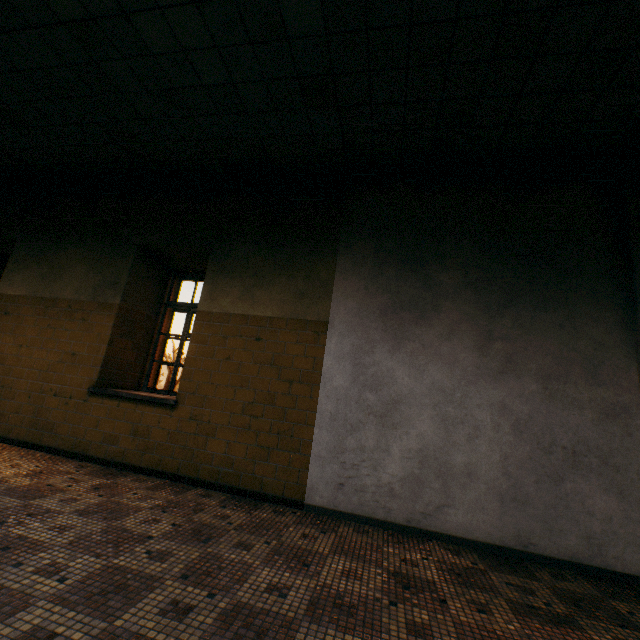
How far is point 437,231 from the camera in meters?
3.8 m
